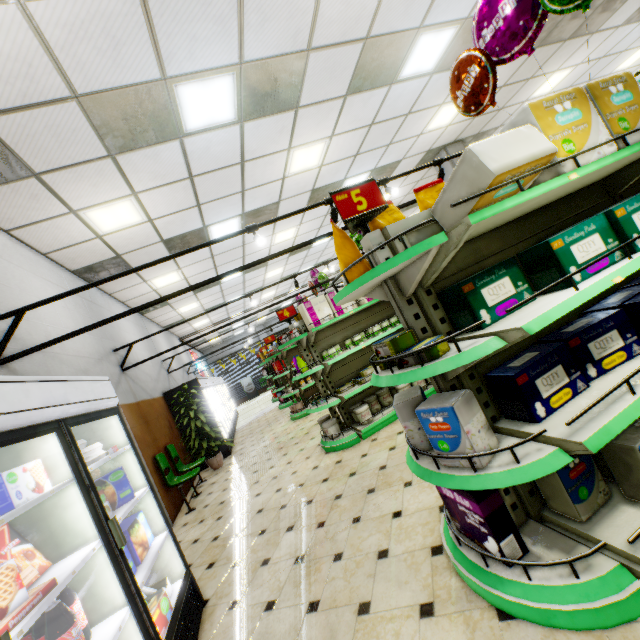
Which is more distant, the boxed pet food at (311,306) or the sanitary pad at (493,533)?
the boxed pet food at (311,306)

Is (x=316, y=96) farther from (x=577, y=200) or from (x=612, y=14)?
(x=612, y=14)

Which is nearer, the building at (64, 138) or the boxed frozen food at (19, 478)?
the boxed frozen food at (19, 478)

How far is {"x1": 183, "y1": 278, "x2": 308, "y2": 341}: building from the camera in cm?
1556

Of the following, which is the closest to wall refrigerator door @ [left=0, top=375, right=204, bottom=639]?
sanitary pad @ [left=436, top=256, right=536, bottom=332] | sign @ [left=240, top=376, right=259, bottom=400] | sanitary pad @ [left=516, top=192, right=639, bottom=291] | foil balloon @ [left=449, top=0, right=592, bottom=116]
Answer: sanitary pad @ [left=436, top=256, right=536, bottom=332]

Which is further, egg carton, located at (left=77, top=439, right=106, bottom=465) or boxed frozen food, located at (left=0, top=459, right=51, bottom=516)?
egg carton, located at (left=77, top=439, right=106, bottom=465)

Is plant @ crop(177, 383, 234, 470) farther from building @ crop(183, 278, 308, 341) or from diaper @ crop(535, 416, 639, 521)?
diaper @ crop(535, 416, 639, 521)

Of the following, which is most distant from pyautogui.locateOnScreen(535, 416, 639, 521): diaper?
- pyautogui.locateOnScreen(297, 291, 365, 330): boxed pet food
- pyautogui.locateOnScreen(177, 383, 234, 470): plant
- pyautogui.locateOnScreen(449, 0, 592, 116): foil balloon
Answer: pyautogui.locateOnScreen(177, 383, 234, 470): plant
